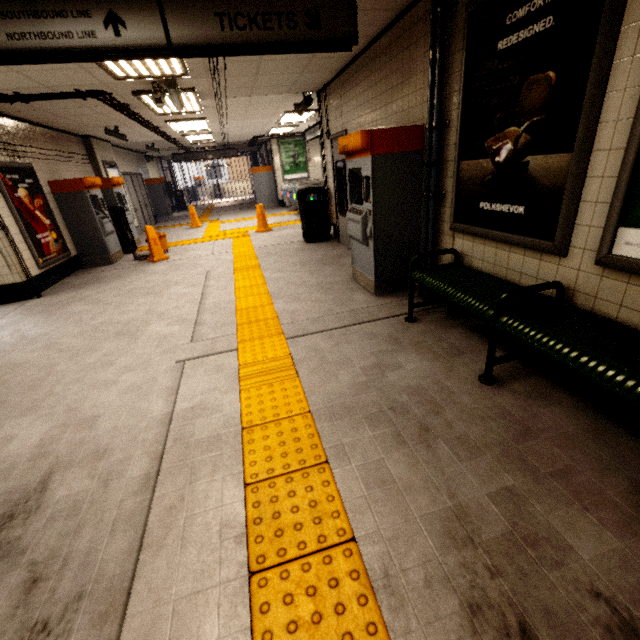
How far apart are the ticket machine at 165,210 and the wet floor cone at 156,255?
8.73m

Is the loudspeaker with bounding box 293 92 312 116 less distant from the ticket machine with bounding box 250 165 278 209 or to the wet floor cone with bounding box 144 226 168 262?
the wet floor cone with bounding box 144 226 168 262

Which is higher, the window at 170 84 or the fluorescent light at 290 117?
the fluorescent light at 290 117

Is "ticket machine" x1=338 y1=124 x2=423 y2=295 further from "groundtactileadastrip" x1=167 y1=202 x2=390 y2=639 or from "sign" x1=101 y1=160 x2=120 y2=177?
"sign" x1=101 y1=160 x2=120 y2=177

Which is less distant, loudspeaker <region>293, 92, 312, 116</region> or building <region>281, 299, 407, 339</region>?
building <region>281, 299, 407, 339</region>

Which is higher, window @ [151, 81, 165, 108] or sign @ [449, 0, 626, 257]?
window @ [151, 81, 165, 108]

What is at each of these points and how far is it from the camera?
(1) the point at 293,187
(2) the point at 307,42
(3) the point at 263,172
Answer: (1) ticket barrier, 13.3 meters
(2) sign, 2.7 meters
(3) ticket machine, 14.8 meters

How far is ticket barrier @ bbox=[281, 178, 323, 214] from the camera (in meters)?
11.95
